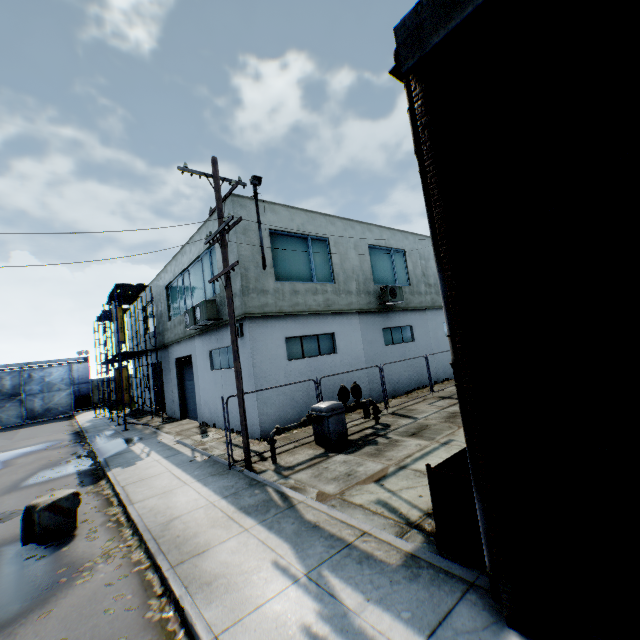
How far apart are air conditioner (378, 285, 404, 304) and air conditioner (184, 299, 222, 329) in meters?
8.3 m

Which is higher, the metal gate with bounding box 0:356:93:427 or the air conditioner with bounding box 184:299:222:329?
the air conditioner with bounding box 184:299:222:329

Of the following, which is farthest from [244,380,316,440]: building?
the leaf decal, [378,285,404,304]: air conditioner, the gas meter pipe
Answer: the leaf decal

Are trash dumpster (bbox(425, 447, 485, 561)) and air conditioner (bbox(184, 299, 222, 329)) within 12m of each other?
yes

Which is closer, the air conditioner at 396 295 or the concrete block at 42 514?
the concrete block at 42 514

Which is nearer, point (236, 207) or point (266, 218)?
point (236, 207)

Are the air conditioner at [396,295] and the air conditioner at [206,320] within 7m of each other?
no

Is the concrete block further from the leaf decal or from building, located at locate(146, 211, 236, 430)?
building, located at locate(146, 211, 236, 430)
